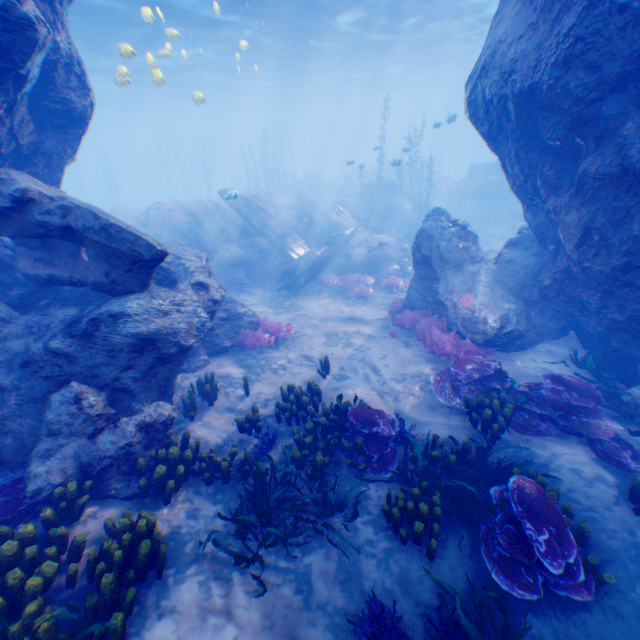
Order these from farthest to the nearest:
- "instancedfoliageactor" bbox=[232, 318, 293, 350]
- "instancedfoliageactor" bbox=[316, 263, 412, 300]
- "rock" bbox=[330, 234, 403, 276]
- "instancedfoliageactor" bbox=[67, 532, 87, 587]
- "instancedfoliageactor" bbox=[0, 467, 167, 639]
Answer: "rock" bbox=[330, 234, 403, 276]
"instancedfoliageactor" bbox=[316, 263, 412, 300]
"instancedfoliageactor" bbox=[232, 318, 293, 350]
"instancedfoliageactor" bbox=[67, 532, 87, 587]
"instancedfoliageactor" bbox=[0, 467, 167, 639]

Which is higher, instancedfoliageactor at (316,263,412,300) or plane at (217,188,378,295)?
plane at (217,188,378,295)

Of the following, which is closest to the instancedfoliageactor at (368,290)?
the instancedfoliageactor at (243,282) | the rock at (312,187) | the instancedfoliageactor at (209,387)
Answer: the instancedfoliageactor at (243,282)

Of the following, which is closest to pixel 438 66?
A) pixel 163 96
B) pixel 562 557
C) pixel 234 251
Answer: pixel 163 96

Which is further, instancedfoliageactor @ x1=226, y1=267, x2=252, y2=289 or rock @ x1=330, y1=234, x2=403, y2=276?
rock @ x1=330, y1=234, x2=403, y2=276

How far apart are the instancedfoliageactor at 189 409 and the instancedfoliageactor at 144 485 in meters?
1.1

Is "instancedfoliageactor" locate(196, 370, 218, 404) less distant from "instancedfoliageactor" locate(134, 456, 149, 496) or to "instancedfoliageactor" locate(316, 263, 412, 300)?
"instancedfoliageactor" locate(134, 456, 149, 496)

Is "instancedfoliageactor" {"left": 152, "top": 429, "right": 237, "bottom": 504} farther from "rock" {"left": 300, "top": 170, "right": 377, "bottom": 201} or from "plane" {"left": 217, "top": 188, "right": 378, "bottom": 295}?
"rock" {"left": 300, "top": 170, "right": 377, "bottom": 201}
